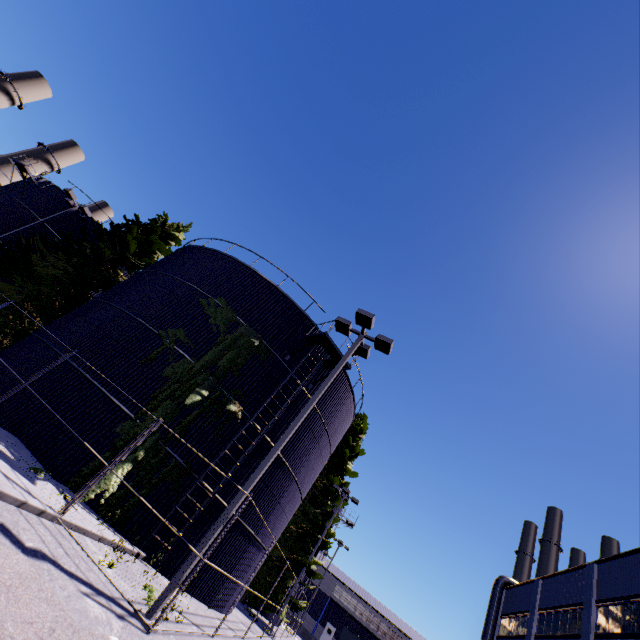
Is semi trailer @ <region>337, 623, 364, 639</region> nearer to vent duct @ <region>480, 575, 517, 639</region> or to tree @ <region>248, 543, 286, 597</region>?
tree @ <region>248, 543, 286, 597</region>

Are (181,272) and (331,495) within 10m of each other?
no

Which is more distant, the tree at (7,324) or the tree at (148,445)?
the tree at (7,324)

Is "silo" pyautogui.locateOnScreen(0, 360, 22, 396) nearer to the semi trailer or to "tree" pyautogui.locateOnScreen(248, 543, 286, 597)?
"tree" pyautogui.locateOnScreen(248, 543, 286, 597)

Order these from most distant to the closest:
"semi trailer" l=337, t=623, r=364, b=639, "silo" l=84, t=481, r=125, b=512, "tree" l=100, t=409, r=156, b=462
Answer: "semi trailer" l=337, t=623, r=364, b=639
"tree" l=100, t=409, r=156, b=462
"silo" l=84, t=481, r=125, b=512

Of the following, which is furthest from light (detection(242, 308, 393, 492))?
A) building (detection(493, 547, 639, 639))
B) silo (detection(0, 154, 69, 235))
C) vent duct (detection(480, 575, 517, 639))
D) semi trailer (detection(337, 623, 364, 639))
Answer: vent duct (detection(480, 575, 517, 639))

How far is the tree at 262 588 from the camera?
22.28m

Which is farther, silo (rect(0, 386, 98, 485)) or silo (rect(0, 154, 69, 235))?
silo (rect(0, 154, 69, 235))
